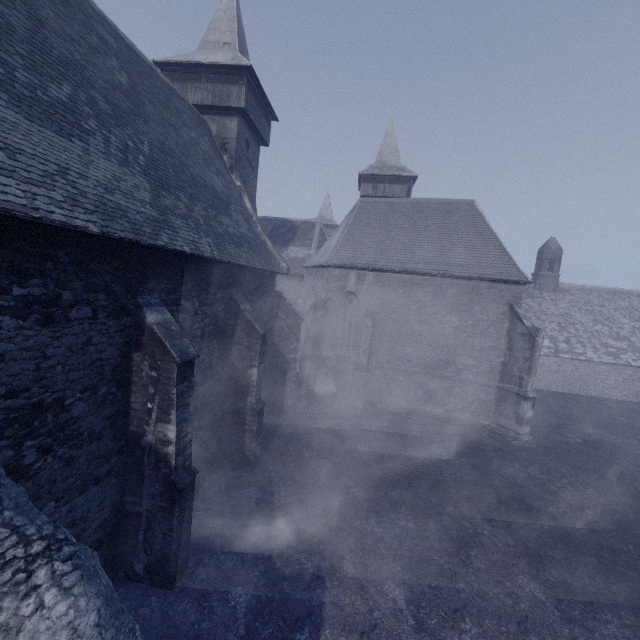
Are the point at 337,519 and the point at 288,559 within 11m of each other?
yes
